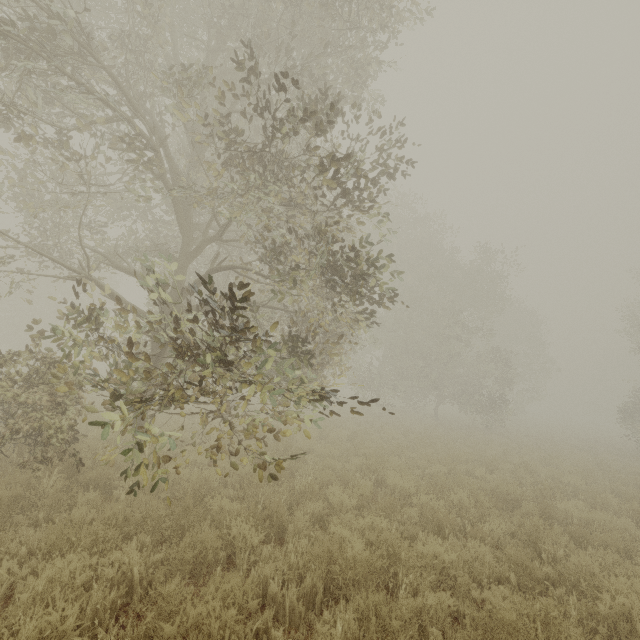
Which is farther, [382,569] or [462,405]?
[462,405]
